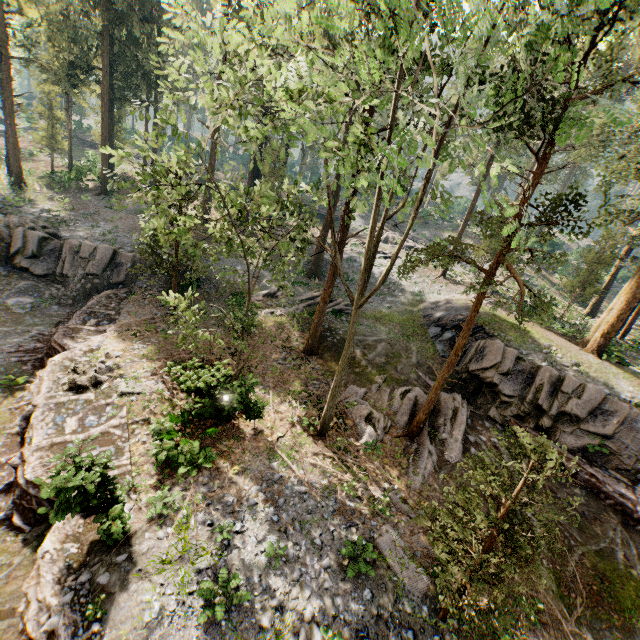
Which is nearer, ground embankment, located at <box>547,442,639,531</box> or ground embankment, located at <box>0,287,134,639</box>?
ground embankment, located at <box>0,287,134,639</box>

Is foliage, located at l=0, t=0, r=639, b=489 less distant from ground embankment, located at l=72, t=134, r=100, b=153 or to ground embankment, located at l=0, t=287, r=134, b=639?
ground embankment, located at l=0, t=287, r=134, b=639

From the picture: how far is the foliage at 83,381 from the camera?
13.5m

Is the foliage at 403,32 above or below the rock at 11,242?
above

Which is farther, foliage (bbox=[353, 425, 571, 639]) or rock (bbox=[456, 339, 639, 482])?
rock (bbox=[456, 339, 639, 482])

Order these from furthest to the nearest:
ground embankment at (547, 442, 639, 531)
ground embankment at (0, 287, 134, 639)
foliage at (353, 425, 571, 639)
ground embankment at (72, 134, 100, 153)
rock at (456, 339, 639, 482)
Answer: ground embankment at (72, 134, 100, 153), rock at (456, 339, 639, 482), ground embankment at (547, 442, 639, 531), ground embankment at (0, 287, 134, 639), foliage at (353, 425, 571, 639)

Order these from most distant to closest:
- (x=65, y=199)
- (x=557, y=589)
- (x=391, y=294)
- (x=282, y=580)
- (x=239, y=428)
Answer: (x=65, y=199), (x=391, y=294), (x=239, y=428), (x=557, y=589), (x=282, y=580)

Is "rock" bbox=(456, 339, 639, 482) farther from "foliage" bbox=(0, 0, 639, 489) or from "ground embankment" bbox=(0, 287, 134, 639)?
"ground embankment" bbox=(0, 287, 134, 639)
